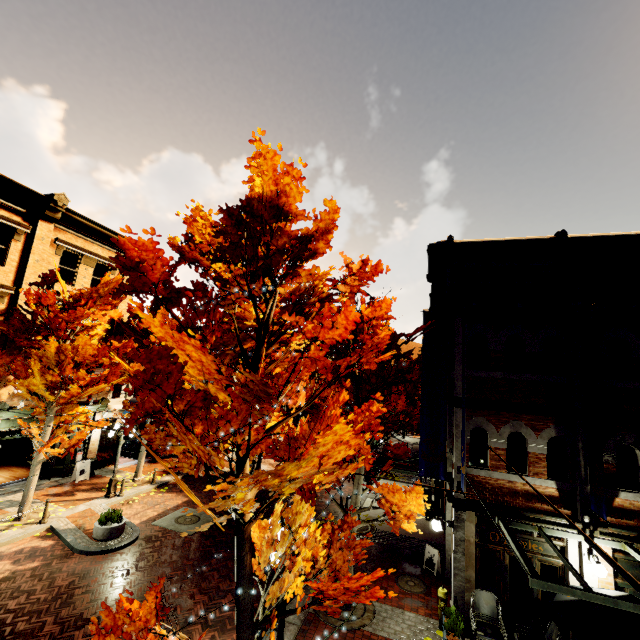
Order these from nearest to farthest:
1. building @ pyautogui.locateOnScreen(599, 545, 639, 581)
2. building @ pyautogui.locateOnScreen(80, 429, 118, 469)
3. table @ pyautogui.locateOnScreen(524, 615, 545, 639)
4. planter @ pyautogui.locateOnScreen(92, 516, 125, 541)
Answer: table @ pyautogui.locateOnScreen(524, 615, 545, 639) → building @ pyautogui.locateOnScreen(599, 545, 639, 581) → planter @ pyautogui.locateOnScreen(92, 516, 125, 541) → building @ pyautogui.locateOnScreen(80, 429, 118, 469)

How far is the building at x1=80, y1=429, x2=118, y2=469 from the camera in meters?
18.4

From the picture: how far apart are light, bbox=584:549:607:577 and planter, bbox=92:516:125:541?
14.7 meters

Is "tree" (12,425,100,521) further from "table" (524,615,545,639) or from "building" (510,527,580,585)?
"table" (524,615,545,639)

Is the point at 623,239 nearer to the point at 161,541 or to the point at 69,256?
the point at 161,541

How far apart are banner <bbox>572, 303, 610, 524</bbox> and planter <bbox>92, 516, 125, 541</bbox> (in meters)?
14.89

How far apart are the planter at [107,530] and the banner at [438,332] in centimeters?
1100cm

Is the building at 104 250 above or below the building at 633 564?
above
